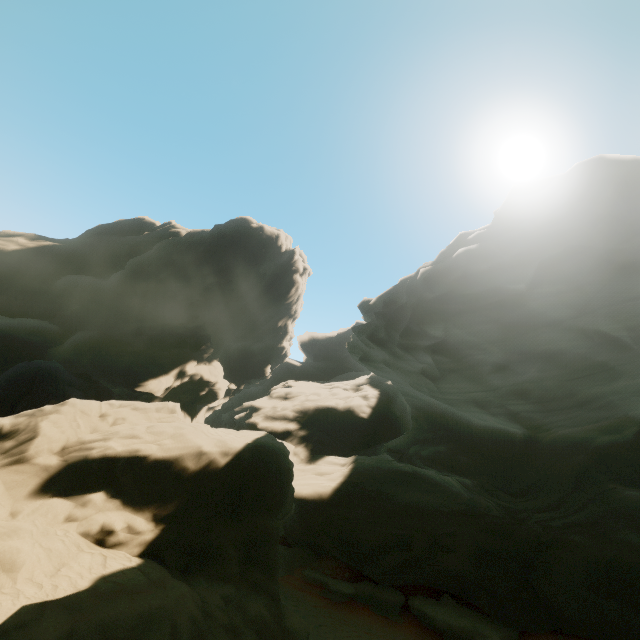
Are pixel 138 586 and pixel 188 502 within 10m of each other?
yes
